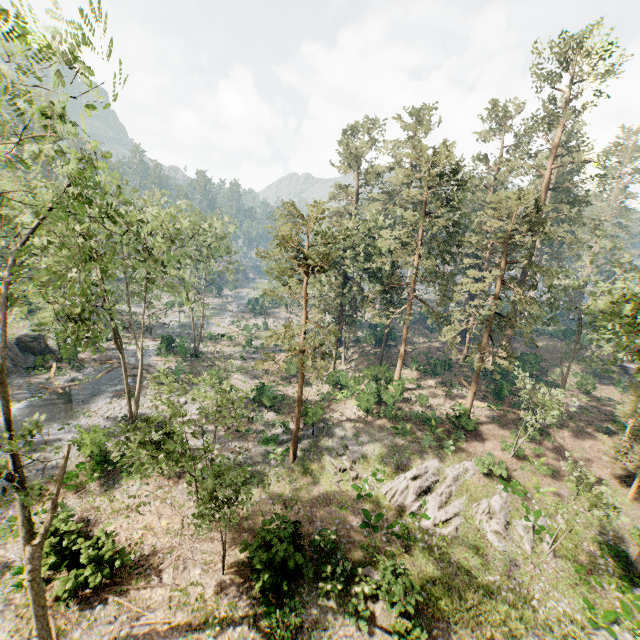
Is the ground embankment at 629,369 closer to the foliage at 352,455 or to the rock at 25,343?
the foliage at 352,455

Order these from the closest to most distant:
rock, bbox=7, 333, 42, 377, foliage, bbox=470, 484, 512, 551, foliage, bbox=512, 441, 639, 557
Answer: foliage, bbox=512, 441, 639, 557
foliage, bbox=470, 484, 512, 551
rock, bbox=7, 333, 42, 377

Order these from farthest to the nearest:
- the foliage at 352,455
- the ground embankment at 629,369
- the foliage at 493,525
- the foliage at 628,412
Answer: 1. the ground embankment at 629,369
2. the foliage at 352,455
3. the foliage at 628,412
4. the foliage at 493,525

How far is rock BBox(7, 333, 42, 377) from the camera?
31.88m

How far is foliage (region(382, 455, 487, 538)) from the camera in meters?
19.6 m

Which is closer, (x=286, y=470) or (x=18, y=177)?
(x=286, y=470)
